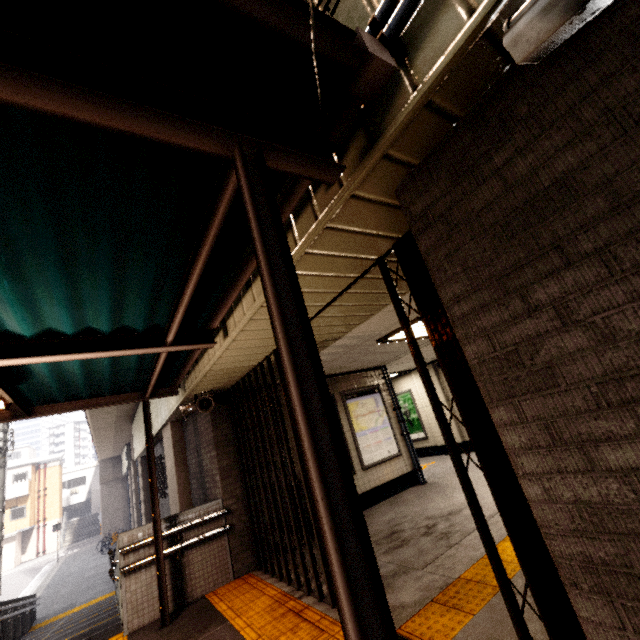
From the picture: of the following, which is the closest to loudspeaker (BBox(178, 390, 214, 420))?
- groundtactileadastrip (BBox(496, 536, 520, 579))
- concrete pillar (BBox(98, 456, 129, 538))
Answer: groundtactileadastrip (BBox(496, 536, 520, 579))

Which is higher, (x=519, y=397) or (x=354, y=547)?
(x=519, y=397)

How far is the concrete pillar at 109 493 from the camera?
28.9m

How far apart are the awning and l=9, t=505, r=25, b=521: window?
4.4 meters

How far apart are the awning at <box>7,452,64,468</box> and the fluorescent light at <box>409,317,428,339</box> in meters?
46.6

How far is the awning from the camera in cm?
3597

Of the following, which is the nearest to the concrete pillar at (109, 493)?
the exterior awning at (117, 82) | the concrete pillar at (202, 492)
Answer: the concrete pillar at (202, 492)

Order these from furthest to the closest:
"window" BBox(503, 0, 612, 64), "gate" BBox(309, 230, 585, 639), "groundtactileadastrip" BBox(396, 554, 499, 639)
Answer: "groundtactileadastrip" BBox(396, 554, 499, 639), "gate" BBox(309, 230, 585, 639), "window" BBox(503, 0, 612, 64)
